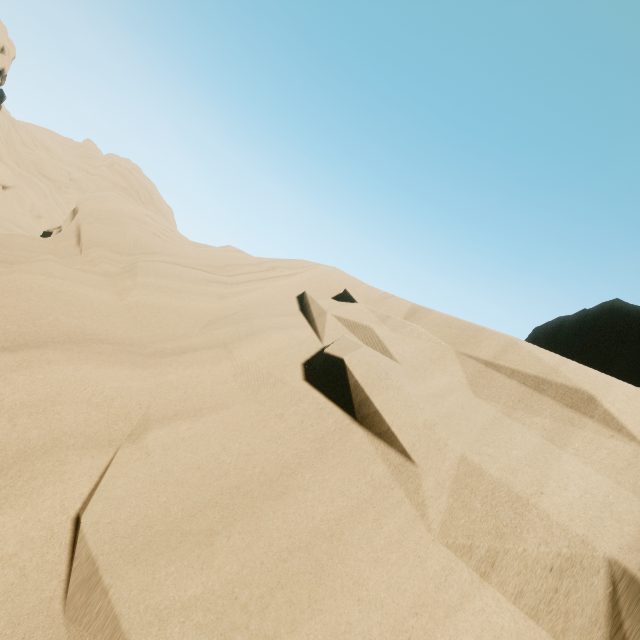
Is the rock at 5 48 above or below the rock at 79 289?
above

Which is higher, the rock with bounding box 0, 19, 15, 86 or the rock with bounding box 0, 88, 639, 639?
the rock with bounding box 0, 19, 15, 86

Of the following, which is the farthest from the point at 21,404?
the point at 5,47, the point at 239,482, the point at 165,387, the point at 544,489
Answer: the point at 5,47

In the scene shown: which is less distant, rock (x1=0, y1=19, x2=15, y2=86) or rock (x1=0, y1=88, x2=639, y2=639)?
rock (x1=0, y1=88, x2=639, y2=639)

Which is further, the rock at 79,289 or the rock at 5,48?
the rock at 5,48
